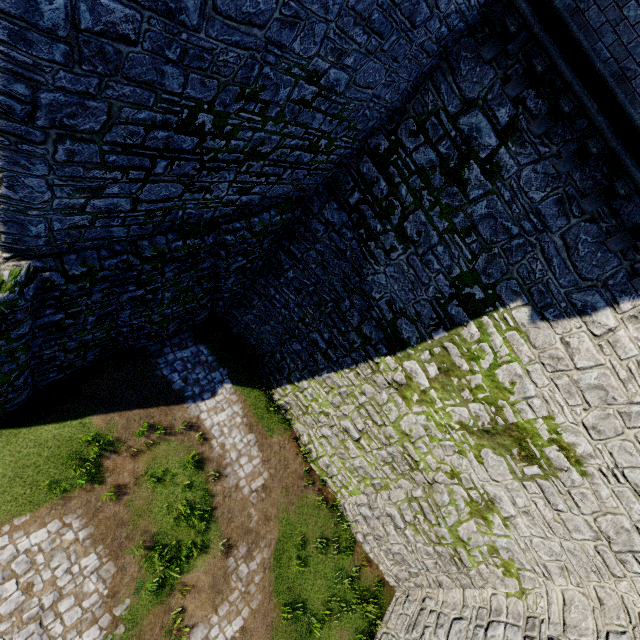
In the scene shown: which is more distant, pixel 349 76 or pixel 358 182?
pixel 358 182
